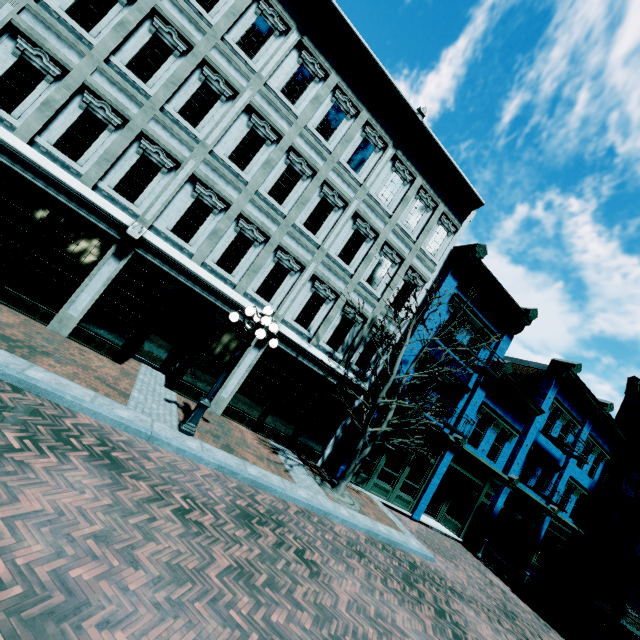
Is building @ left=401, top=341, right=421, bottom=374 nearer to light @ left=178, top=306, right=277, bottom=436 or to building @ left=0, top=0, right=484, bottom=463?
building @ left=0, top=0, right=484, bottom=463

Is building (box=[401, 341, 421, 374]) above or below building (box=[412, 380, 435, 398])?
above

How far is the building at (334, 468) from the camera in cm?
1245

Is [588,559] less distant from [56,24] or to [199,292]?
[199,292]

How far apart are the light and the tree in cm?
386

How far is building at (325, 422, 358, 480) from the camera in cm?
1245

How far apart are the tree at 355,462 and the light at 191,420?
3.9 meters

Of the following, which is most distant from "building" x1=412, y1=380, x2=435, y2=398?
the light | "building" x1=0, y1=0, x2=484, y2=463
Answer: the light
